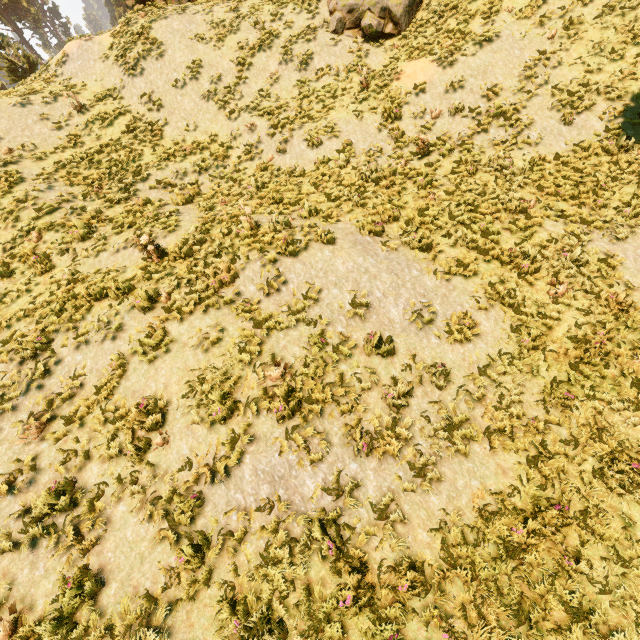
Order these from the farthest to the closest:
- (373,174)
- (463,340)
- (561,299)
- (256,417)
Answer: (373,174), (561,299), (463,340), (256,417)

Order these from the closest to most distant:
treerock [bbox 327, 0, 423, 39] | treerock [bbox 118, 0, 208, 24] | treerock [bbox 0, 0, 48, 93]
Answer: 1. treerock [bbox 327, 0, 423, 39]
2. treerock [bbox 118, 0, 208, 24]
3. treerock [bbox 0, 0, 48, 93]

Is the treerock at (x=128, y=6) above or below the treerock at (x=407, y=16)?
above

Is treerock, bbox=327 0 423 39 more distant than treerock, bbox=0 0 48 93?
No

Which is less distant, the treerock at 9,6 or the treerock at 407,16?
the treerock at 407,16

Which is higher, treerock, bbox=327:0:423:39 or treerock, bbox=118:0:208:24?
treerock, bbox=118:0:208:24
